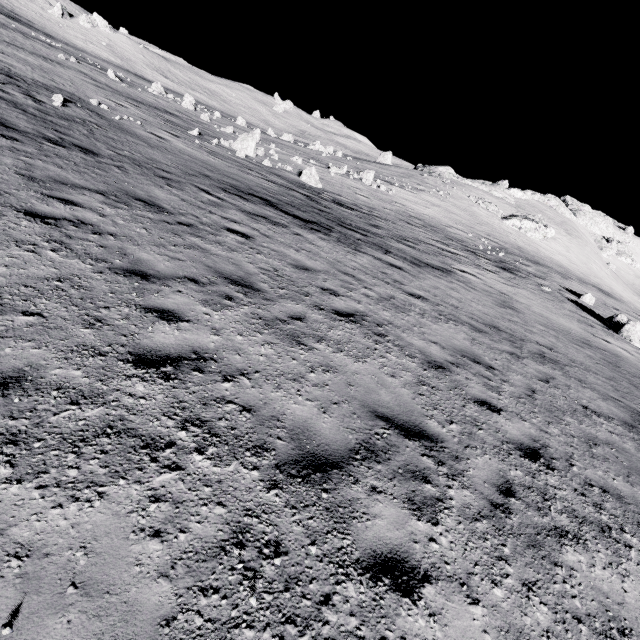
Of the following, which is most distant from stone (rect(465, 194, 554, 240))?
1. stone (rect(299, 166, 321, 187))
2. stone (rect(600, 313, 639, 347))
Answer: stone (rect(299, 166, 321, 187))

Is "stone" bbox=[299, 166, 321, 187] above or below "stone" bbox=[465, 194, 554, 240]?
below

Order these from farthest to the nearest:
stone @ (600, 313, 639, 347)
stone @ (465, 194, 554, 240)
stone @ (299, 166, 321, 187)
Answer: stone @ (465, 194, 554, 240)
stone @ (299, 166, 321, 187)
stone @ (600, 313, 639, 347)

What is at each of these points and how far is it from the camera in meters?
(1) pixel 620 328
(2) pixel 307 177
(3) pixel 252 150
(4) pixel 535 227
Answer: (1) stone, 20.8 m
(2) stone, 24.3 m
(3) stone, 25.0 m
(4) stone, 55.5 m

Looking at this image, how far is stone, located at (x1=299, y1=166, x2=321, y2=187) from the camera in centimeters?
2424cm

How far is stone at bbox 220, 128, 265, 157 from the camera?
24.5 meters

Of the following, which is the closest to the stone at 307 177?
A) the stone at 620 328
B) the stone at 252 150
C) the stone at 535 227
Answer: the stone at 252 150

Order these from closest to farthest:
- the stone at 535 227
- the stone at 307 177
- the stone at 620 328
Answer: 1. the stone at 620 328
2. the stone at 307 177
3. the stone at 535 227
